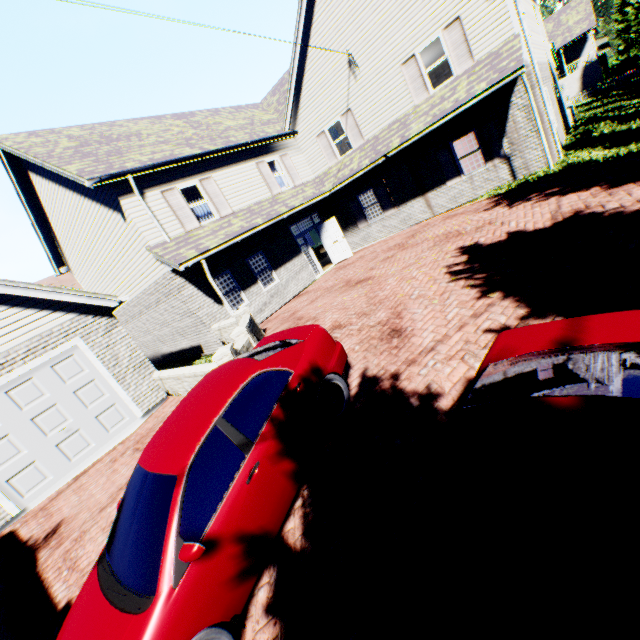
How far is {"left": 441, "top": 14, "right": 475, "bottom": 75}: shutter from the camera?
11.2 meters

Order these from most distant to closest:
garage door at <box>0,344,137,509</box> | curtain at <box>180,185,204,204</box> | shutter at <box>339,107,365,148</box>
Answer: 1. shutter at <box>339,107,365,148</box>
2. curtain at <box>180,185,204,204</box>
3. garage door at <box>0,344,137,509</box>

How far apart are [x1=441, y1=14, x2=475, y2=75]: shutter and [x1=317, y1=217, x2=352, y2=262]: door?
7.3 meters

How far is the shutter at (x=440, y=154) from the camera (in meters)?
13.38

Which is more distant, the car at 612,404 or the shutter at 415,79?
the shutter at 415,79

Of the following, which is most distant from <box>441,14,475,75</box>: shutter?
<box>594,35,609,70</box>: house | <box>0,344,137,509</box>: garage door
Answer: <box>594,35,609,70</box>: house

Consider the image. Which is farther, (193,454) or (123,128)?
(123,128)

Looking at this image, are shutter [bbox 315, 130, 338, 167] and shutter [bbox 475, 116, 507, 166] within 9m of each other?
yes
